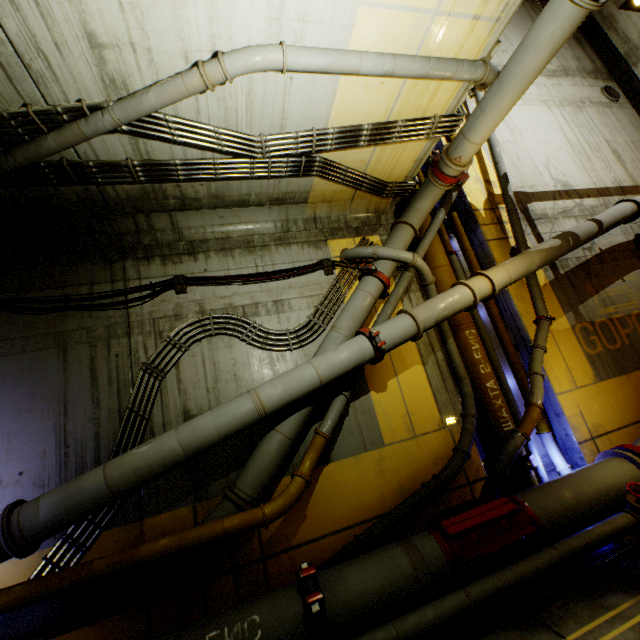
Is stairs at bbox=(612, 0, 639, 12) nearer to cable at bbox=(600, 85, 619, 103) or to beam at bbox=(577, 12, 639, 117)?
beam at bbox=(577, 12, 639, 117)

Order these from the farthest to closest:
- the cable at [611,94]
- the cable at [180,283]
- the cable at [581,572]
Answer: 1. the cable at [611,94]
2. the cable at [180,283]
3. the cable at [581,572]

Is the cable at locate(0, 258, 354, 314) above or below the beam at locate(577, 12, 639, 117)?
below

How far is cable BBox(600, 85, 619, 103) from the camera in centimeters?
1208cm

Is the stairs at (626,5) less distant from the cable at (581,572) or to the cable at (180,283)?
the cable at (581,572)

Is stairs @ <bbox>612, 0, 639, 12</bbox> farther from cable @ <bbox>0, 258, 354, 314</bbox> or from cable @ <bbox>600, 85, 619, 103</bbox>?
cable @ <bbox>0, 258, 354, 314</bbox>

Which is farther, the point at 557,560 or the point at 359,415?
the point at 359,415

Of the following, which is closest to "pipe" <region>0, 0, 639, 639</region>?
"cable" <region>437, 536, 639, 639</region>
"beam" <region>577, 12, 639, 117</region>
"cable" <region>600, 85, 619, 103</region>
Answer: "cable" <region>437, 536, 639, 639</region>
